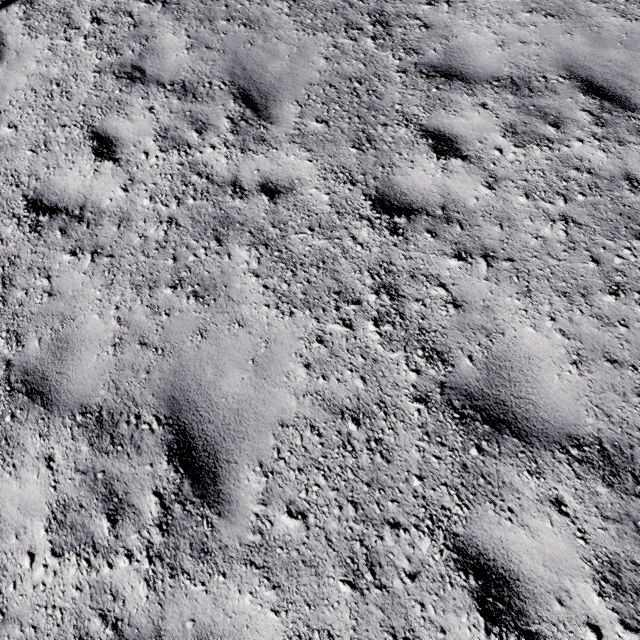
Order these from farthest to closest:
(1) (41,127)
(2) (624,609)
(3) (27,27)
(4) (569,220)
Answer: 1. (3) (27,27)
2. (1) (41,127)
3. (4) (569,220)
4. (2) (624,609)
